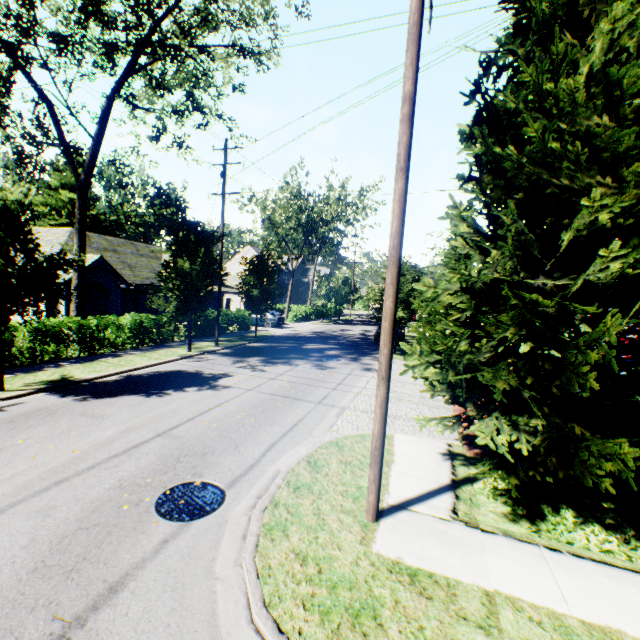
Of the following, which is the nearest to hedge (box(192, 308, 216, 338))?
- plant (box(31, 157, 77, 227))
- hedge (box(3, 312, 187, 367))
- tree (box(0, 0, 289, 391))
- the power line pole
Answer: tree (box(0, 0, 289, 391))

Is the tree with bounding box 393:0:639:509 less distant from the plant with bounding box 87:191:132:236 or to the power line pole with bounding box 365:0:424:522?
the power line pole with bounding box 365:0:424:522

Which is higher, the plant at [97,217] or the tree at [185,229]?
the plant at [97,217]

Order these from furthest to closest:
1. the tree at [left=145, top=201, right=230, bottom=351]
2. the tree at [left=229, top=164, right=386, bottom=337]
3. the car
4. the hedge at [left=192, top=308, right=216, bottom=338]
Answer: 1. the car
2. the tree at [left=229, top=164, right=386, bottom=337]
3. the hedge at [left=192, top=308, right=216, bottom=338]
4. the tree at [left=145, top=201, right=230, bottom=351]

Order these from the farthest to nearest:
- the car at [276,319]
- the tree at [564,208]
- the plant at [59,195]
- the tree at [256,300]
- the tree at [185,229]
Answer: the plant at [59,195] < the car at [276,319] < the tree at [256,300] < the tree at [185,229] < the tree at [564,208]

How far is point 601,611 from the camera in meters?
3.9 m

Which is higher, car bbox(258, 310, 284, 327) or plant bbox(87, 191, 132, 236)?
plant bbox(87, 191, 132, 236)

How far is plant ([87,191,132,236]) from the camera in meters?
54.3
